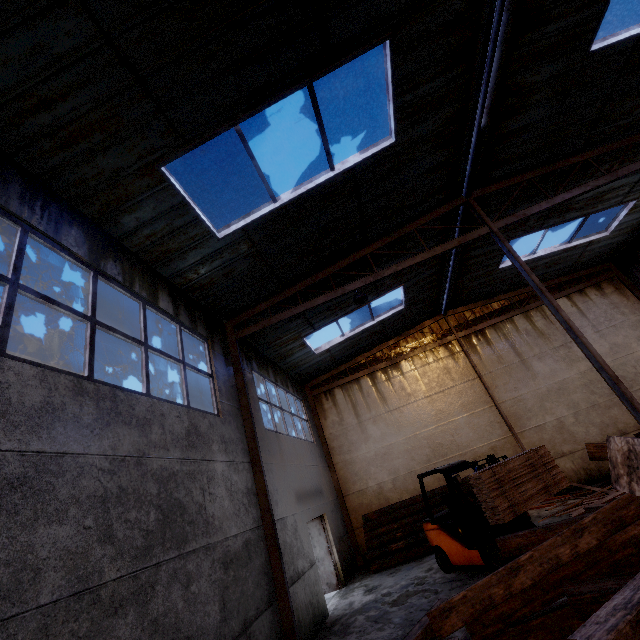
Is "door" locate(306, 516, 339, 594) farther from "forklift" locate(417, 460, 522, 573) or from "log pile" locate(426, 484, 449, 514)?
"forklift" locate(417, 460, 522, 573)

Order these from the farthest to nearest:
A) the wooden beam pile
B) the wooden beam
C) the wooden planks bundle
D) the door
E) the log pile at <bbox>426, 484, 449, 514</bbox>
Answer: the log pile at <bbox>426, 484, 449, 514</bbox> < the door < the wooden planks bundle < the wooden beam < the wooden beam pile

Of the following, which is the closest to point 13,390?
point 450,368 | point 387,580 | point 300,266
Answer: point 300,266

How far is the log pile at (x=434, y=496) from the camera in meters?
11.6 m

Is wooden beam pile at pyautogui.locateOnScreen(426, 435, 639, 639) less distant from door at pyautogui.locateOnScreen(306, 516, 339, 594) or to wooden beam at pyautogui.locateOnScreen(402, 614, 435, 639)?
wooden beam at pyautogui.locateOnScreen(402, 614, 435, 639)

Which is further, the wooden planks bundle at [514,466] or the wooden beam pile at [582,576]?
the wooden planks bundle at [514,466]

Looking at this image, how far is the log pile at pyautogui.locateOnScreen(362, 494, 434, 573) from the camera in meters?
10.8

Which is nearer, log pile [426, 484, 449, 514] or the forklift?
the forklift
